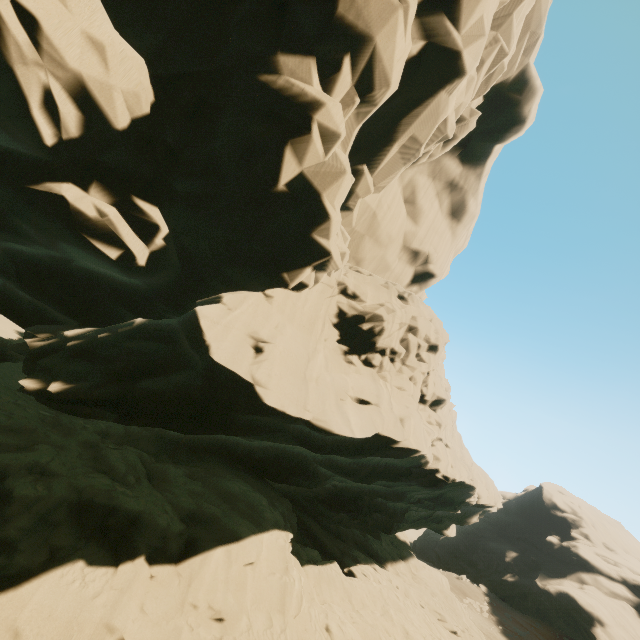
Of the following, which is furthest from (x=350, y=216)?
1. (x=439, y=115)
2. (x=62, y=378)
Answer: (x=62, y=378)
